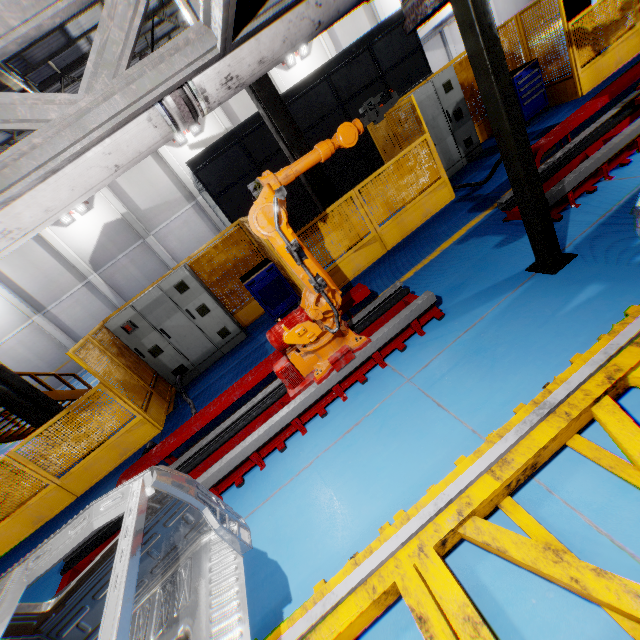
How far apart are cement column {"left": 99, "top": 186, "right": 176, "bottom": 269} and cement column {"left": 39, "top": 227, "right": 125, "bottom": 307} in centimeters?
336cm

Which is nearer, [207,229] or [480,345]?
[480,345]

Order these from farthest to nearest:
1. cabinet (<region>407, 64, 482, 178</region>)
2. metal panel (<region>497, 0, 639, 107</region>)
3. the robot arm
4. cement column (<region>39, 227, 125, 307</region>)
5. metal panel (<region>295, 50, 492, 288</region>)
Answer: cement column (<region>39, 227, 125, 307</region>) → cabinet (<region>407, 64, 482, 178</region>) → metal panel (<region>497, 0, 639, 107</region>) → metal panel (<region>295, 50, 492, 288</region>) → the robot arm

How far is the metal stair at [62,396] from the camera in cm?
1025

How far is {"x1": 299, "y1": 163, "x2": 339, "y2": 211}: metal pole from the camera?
7.0m

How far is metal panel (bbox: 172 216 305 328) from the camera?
7.1m

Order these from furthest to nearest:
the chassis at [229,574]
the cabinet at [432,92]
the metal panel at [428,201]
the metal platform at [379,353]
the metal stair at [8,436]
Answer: the metal stair at [8,436], the cabinet at [432,92], the metal panel at [428,201], the metal platform at [379,353], the chassis at [229,574]

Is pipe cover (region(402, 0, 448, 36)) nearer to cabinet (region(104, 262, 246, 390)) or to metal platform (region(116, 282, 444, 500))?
metal platform (region(116, 282, 444, 500))
